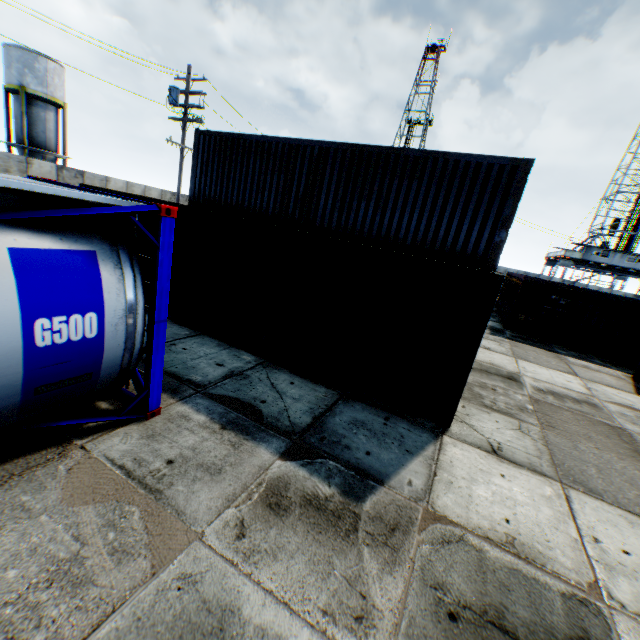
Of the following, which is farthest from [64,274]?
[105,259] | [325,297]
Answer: [325,297]

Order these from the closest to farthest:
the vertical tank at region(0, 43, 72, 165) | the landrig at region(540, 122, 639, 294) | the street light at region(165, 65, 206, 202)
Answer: the street light at region(165, 65, 206, 202)
the vertical tank at region(0, 43, 72, 165)
the landrig at region(540, 122, 639, 294)

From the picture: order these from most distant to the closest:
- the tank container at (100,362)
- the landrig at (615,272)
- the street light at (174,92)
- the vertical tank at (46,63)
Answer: the landrig at (615,272) < the vertical tank at (46,63) < the street light at (174,92) < the tank container at (100,362)

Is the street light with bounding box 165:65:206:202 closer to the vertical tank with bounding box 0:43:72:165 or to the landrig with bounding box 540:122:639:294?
the vertical tank with bounding box 0:43:72:165

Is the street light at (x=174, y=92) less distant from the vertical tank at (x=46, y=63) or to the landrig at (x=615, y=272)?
the vertical tank at (x=46, y=63)

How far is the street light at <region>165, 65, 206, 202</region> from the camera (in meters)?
16.47

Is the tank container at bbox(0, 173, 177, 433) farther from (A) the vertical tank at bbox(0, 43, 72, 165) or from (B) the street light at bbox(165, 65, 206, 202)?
(A) the vertical tank at bbox(0, 43, 72, 165)

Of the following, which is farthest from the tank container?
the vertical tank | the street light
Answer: the vertical tank
